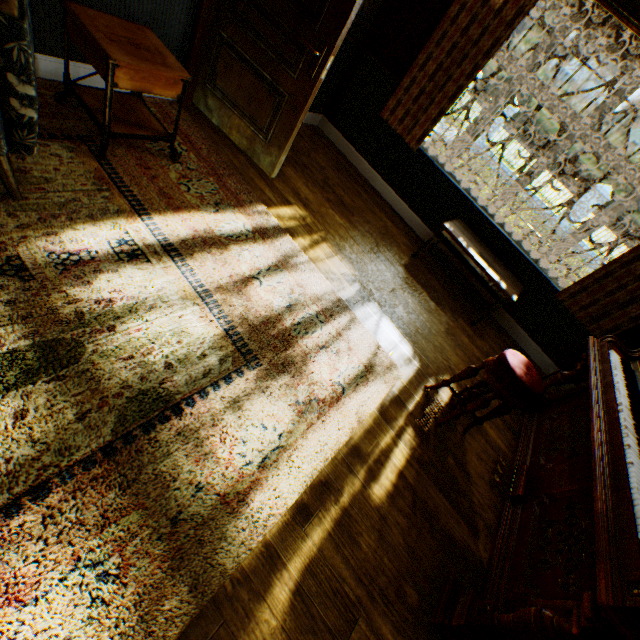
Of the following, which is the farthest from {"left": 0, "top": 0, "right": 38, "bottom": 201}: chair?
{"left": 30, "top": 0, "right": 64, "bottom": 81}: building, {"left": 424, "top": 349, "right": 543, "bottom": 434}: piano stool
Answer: {"left": 424, "top": 349, "right": 543, "bottom": 434}: piano stool

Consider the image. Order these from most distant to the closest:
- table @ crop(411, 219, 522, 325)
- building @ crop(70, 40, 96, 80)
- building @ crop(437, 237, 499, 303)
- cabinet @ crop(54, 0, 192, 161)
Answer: building @ crop(437, 237, 499, 303), table @ crop(411, 219, 522, 325), building @ crop(70, 40, 96, 80), cabinet @ crop(54, 0, 192, 161)

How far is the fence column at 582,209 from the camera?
13.4m

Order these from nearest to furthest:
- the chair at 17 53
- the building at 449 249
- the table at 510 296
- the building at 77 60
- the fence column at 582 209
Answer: the chair at 17 53 < the building at 77 60 < the table at 510 296 < the building at 449 249 < the fence column at 582 209

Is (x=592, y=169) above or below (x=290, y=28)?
above

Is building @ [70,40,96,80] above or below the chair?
below

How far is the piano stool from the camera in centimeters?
213cm

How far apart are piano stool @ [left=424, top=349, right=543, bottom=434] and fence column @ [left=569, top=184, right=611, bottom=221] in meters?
16.0 m
